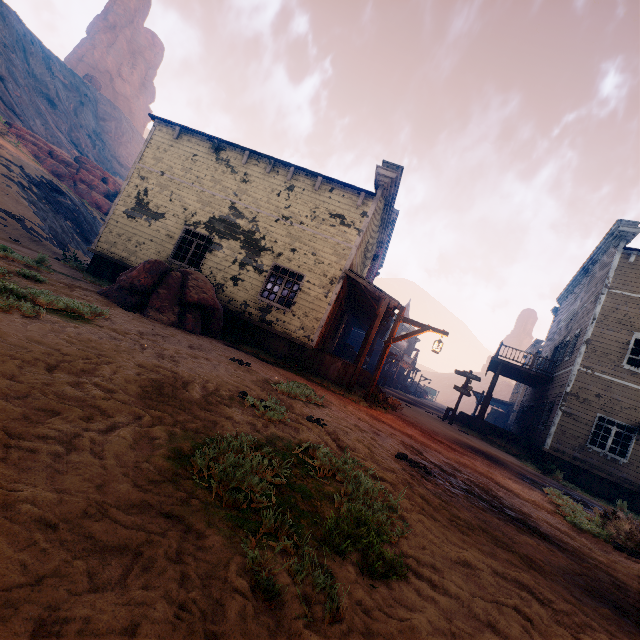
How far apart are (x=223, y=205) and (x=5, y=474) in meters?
12.7

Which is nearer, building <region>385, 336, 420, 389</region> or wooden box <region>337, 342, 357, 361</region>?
wooden box <region>337, 342, 357, 361</region>

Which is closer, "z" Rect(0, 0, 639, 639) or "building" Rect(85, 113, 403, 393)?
"z" Rect(0, 0, 639, 639)

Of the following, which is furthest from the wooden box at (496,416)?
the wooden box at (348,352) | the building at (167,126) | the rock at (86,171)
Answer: the rock at (86,171)

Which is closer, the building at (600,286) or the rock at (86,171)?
the building at (600,286)

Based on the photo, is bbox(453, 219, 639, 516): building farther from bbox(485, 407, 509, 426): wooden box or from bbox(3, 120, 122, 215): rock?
bbox(3, 120, 122, 215): rock

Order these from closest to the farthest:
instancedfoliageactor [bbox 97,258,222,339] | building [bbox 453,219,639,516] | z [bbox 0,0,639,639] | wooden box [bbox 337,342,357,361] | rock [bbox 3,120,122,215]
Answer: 1. z [bbox 0,0,639,639]
2. instancedfoliageactor [bbox 97,258,222,339]
3. building [bbox 453,219,639,516]
4. wooden box [bbox 337,342,357,361]
5. rock [bbox 3,120,122,215]

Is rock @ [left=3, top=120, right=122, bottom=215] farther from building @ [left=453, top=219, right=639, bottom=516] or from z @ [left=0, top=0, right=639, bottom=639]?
building @ [left=453, top=219, right=639, bottom=516]
